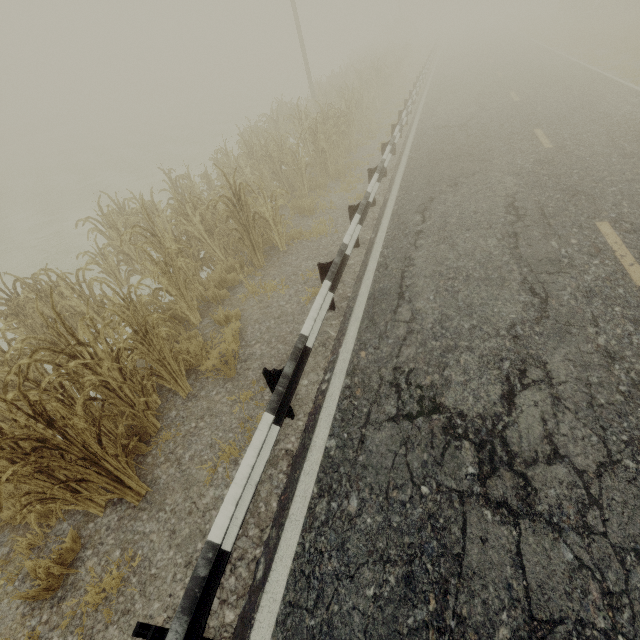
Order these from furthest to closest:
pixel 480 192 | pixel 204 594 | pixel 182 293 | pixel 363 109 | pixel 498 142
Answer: pixel 363 109
pixel 498 142
pixel 480 192
pixel 182 293
pixel 204 594

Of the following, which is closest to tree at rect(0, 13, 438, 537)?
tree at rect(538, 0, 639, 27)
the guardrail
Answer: the guardrail

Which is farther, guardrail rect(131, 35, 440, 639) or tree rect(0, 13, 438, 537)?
tree rect(0, 13, 438, 537)

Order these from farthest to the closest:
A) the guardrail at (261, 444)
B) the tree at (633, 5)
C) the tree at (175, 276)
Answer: the tree at (633, 5) → the tree at (175, 276) → the guardrail at (261, 444)

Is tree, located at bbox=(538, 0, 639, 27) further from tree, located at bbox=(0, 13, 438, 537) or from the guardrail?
tree, located at bbox=(0, 13, 438, 537)

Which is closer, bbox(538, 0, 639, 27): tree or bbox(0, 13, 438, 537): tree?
bbox(0, 13, 438, 537): tree

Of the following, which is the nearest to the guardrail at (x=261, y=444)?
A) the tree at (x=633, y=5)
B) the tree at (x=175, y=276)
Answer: the tree at (x=175, y=276)

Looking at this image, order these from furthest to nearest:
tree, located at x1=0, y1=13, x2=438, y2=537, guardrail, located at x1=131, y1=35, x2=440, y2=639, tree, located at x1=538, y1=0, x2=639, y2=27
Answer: tree, located at x1=538, y1=0, x2=639, y2=27 < tree, located at x1=0, y1=13, x2=438, y2=537 < guardrail, located at x1=131, y1=35, x2=440, y2=639
